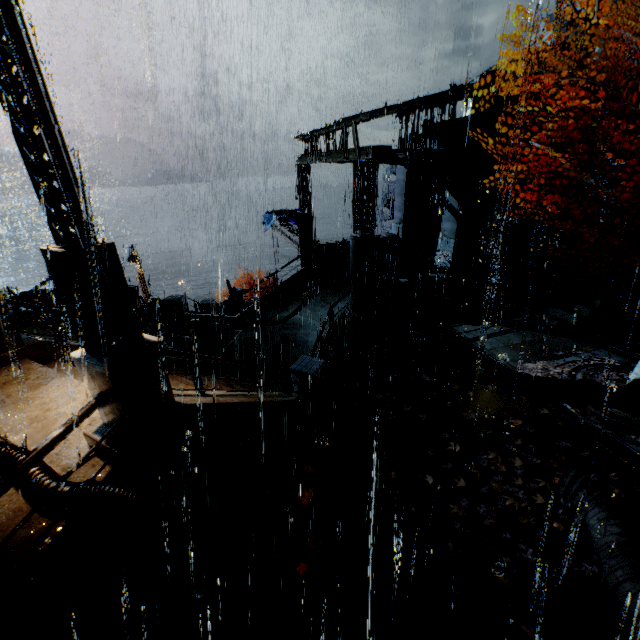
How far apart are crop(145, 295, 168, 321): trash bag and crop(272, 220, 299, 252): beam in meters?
8.5 m

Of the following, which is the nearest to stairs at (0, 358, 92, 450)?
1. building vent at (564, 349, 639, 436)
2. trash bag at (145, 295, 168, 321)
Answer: trash bag at (145, 295, 168, 321)

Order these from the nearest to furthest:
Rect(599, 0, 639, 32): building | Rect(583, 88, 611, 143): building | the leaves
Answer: the leaves → Rect(583, 88, 611, 143): building → Rect(599, 0, 639, 32): building

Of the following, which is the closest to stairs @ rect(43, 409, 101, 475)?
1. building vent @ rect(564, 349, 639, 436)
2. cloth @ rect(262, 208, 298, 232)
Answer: building vent @ rect(564, 349, 639, 436)

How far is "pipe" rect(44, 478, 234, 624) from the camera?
4.0 meters

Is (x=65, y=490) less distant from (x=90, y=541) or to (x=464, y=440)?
(x=90, y=541)

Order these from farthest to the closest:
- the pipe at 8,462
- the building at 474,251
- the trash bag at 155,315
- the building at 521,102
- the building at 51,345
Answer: the trash bag at 155,315 → the building at 521,102 → the building at 474,251 → the building at 51,345 → the pipe at 8,462

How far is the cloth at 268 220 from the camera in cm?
2784
